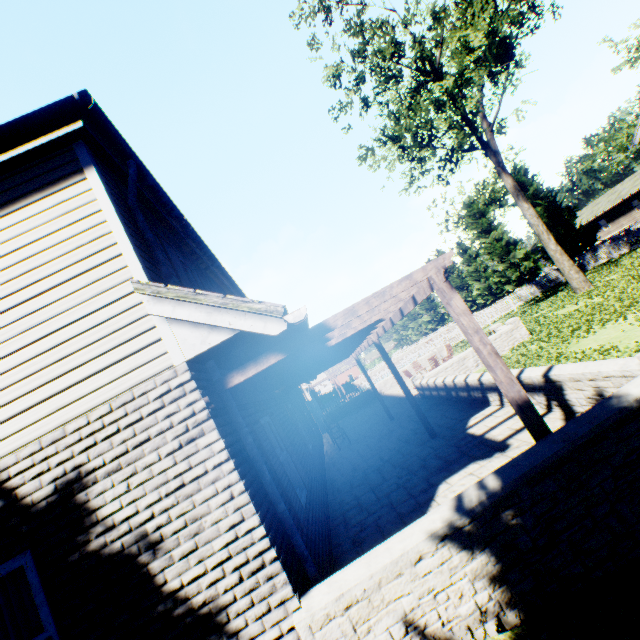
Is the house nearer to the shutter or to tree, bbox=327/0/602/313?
tree, bbox=327/0/602/313

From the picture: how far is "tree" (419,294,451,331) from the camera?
57.50m

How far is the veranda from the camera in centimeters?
376cm

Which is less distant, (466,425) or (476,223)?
(466,425)

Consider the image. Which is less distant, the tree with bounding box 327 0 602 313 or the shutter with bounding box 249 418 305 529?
the shutter with bounding box 249 418 305 529

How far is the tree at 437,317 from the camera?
57.50m

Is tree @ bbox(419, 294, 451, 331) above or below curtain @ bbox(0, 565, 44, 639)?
above

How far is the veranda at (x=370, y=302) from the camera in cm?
376
